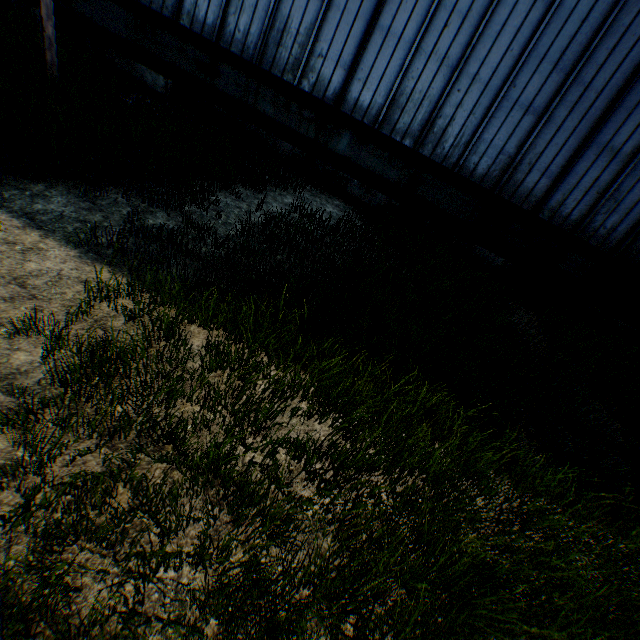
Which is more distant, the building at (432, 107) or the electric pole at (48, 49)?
the building at (432, 107)

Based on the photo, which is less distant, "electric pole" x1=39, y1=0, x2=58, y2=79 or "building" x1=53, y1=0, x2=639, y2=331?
"electric pole" x1=39, y1=0, x2=58, y2=79

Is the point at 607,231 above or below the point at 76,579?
above
